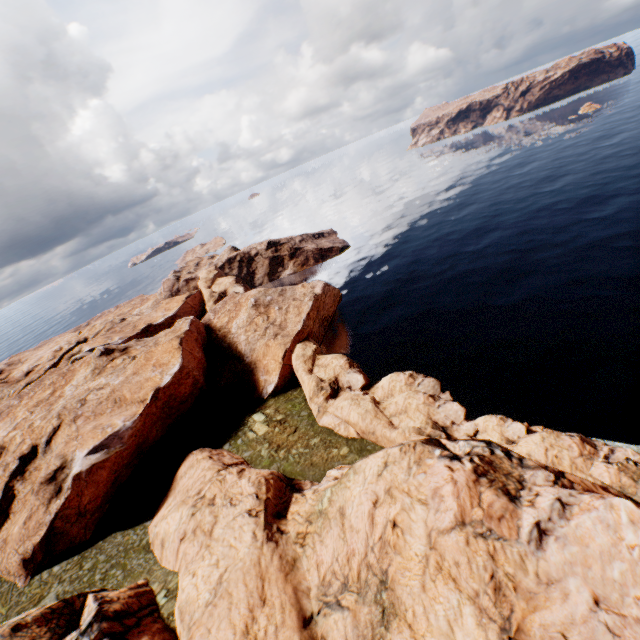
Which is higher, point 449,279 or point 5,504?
point 5,504
